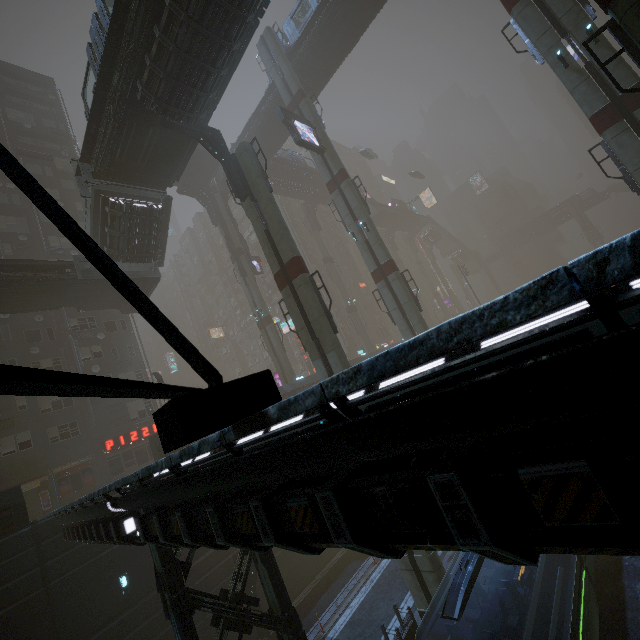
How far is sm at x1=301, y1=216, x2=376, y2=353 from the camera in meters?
48.9

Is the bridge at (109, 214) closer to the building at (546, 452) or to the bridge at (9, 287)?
the bridge at (9, 287)

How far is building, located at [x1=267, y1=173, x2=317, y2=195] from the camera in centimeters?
4391cm

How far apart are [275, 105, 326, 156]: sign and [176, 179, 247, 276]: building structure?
15.4 meters

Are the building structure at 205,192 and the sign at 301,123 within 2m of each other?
no

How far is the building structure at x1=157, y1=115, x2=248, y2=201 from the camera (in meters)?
17.44

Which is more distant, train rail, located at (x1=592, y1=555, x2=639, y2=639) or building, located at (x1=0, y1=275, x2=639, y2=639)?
train rail, located at (x1=592, y1=555, x2=639, y2=639)

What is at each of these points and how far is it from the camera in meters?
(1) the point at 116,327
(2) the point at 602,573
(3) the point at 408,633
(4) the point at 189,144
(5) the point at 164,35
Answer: (1) building, 33.2
(2) train rail, 15.3
(3) building, 14.6
(4) bridge, 20.0
(5) building, 13.7
